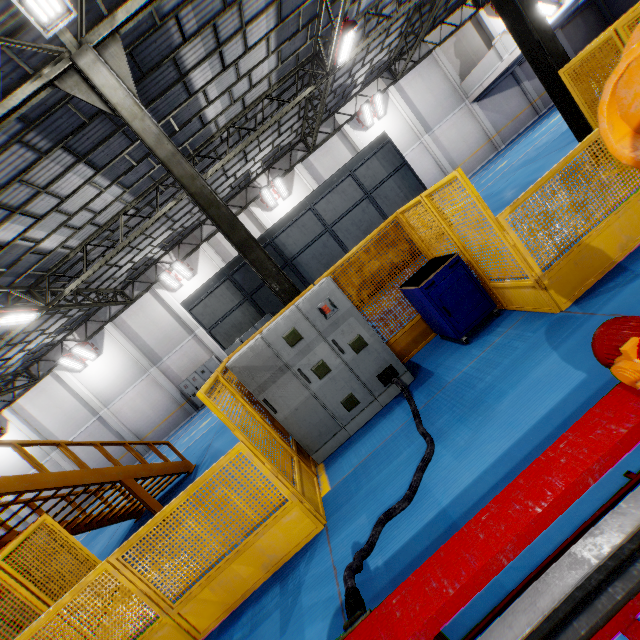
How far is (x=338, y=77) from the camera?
17.3 meters

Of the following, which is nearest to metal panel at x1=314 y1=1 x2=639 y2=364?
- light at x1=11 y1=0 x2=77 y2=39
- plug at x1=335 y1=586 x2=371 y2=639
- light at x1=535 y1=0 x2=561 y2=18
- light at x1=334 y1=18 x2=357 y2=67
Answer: plug at x1=335 y1=586 x2=371 y2=639

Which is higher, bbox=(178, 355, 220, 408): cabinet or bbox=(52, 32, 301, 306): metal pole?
bbox=(52, 32, 301, 306): metal pole

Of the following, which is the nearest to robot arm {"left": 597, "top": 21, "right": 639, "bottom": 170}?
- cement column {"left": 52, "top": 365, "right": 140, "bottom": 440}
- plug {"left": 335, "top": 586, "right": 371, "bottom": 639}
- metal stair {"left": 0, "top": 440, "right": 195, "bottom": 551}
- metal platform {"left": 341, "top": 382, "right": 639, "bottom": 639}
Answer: metal platform {"left": 341, "top": 382, "right": 639, "bottom": 639}

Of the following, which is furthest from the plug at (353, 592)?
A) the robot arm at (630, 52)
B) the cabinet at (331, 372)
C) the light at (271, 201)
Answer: the light at (271, 201)

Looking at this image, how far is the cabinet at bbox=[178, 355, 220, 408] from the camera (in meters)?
20.70

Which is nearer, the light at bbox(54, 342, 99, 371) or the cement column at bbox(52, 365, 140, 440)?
the light at bbox(54, 342, 99, 371)

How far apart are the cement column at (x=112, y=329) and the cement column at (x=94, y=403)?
3.42m
